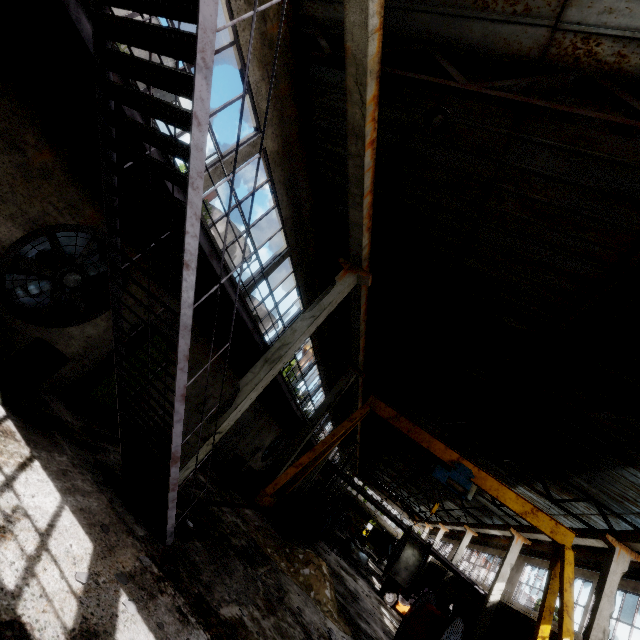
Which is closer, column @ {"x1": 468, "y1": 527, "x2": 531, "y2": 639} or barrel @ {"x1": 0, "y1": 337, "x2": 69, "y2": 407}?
barrel @ {"x1": 0, "y1": 337, "x2": 69, "y2": 407}

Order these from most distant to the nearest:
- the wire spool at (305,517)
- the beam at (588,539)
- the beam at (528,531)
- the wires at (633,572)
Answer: the beam at (528,531) → the wire spool at (305,517) → the wires at (633,572) → the beam at (588,539)

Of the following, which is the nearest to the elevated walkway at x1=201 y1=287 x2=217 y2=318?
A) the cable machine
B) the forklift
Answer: the cable machine

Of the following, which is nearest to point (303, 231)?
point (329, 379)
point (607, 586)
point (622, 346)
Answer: point (622, 346)

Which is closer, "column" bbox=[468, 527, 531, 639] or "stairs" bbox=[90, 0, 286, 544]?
"stairs" bbox=[90, 0, 286, 544]

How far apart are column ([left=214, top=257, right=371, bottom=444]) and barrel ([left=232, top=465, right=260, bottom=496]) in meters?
5.9

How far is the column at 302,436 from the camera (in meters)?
14.48

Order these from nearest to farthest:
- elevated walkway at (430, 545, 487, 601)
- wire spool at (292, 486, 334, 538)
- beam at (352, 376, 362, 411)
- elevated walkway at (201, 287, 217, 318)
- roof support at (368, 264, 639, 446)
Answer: elevated walkway at (201, 287, 217, 318) < roof support at (368, 264, 639, 446) < wire spool at (292, 486, 334, 538) < beam at (352, 376, 362, 411) < elevated walkway at (430, 545, 487, 601)
